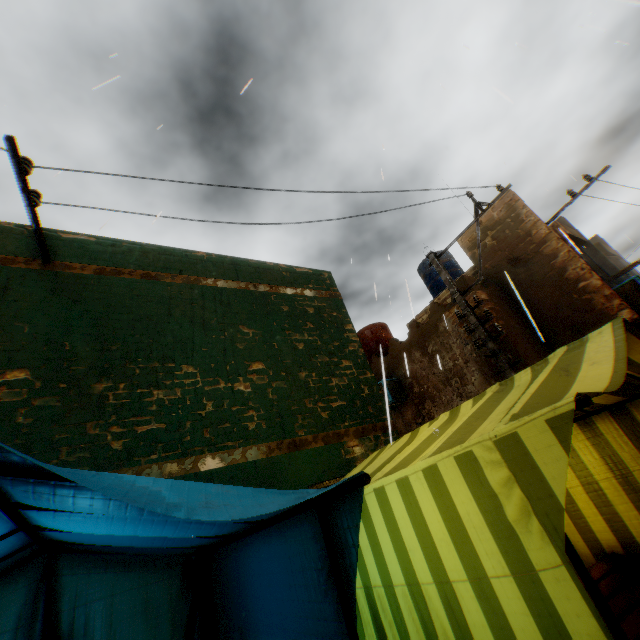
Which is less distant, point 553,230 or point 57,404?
point 57,404

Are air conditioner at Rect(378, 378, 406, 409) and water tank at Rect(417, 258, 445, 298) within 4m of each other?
no

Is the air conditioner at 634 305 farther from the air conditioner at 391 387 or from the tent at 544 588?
the air conditioner at 391 387

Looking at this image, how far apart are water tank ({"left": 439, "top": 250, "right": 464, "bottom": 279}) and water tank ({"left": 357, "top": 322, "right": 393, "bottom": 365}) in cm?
231

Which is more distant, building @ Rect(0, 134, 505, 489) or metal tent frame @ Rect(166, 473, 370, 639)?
building @ Rect(0, 134, 505, 489)

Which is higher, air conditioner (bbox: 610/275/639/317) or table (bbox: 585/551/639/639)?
air conditioner (bbox: 610/275/639/317)

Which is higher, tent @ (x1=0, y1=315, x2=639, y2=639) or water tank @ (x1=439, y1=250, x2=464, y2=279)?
water tank @ (x1=439, y1=250, x2=464, y2=279)

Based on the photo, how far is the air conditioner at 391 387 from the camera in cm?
1014
